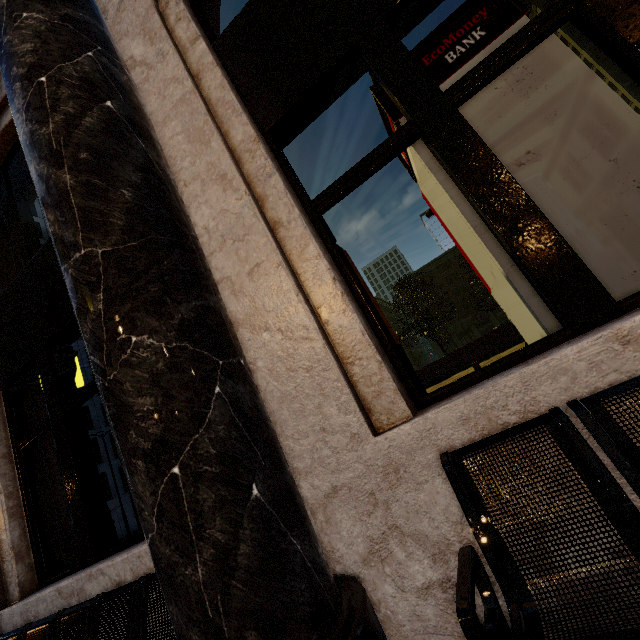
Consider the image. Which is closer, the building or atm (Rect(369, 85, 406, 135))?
the building

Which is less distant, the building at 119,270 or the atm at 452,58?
the building at 119,270

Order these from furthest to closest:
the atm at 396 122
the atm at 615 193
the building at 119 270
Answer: the atm at 396 122, the atm at 615 193, the building at 119 270

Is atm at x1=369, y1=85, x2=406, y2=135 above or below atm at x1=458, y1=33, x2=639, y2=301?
above

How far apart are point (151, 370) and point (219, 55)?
2.51m

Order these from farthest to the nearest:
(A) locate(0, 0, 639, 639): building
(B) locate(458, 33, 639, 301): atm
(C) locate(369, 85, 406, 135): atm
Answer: (C) locate(369, 85, 406, 135): atm → (B) locate(458, 33, 639, 301): atm → (A) locate(0, 0, 639, 639): building
